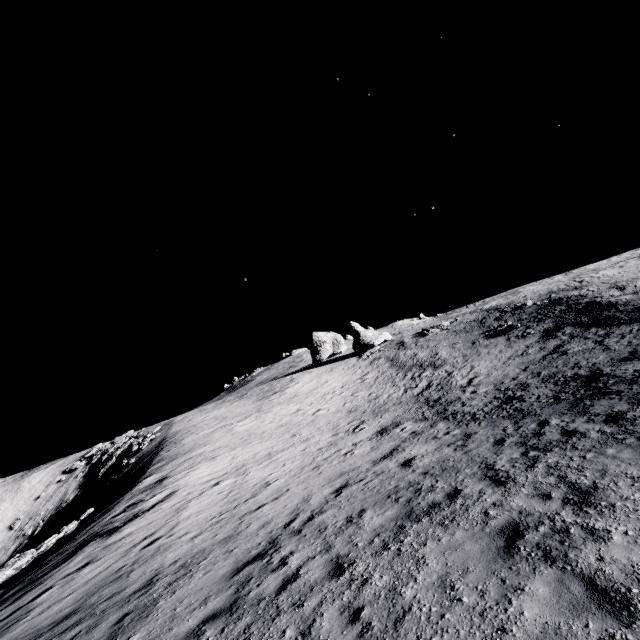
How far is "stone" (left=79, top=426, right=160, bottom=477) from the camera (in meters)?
42.15

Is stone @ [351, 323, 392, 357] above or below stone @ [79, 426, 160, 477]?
above

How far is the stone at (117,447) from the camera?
42.1 meters

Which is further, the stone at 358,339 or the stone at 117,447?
the stone at 358,339

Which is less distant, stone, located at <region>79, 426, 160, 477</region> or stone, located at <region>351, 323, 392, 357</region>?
stone, located at <region>79, 426, 160, 477</region>

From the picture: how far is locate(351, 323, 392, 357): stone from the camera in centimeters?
5416cm

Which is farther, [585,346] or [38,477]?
[38,477]
